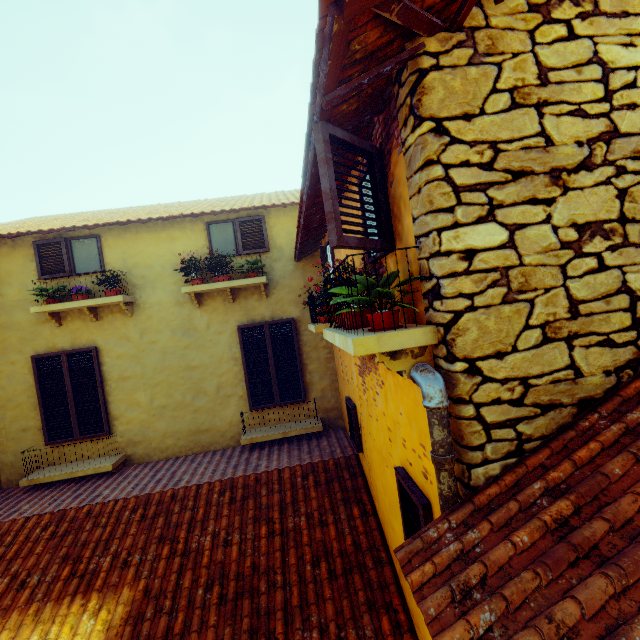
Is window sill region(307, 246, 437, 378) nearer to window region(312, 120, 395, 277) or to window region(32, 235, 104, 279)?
window region(312, 120, 395, 277)

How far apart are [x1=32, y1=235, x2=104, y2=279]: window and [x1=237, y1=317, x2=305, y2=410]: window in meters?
2.6

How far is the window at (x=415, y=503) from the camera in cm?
225

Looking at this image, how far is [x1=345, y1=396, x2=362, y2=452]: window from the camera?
4.73m

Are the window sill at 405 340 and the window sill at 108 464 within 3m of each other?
no

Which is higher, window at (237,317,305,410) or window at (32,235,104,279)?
window at (32,235,104,279)

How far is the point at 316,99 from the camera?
1.6m

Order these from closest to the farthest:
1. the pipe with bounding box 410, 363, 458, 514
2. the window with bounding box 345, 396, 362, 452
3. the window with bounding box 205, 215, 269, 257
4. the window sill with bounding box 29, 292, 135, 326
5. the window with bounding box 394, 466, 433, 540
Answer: the pipe with bounding box 410, 363, 458, 514 → the window with bounding box 394, 466, 433, 540 → the window with bounding box 345, 396, 362, 452 → the window sill with bounding box 29, 292, 135, 326 → the window with bounding box 205, 215, 269, 257
